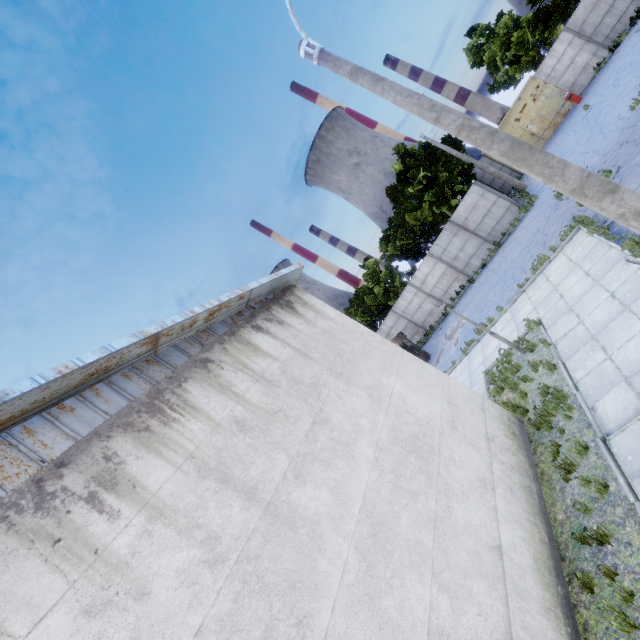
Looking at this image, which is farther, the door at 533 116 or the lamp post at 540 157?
the door at 533 116

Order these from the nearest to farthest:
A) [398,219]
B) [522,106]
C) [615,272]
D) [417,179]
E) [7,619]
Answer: [7,619]
[615,272]
[417,179]
[522,106]
[398,219]

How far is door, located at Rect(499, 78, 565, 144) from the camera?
24.5 meters

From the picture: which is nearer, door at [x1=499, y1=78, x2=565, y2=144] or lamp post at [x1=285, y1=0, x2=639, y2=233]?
lamp post at [x1=285, y1=0, x2=639, y2=233]

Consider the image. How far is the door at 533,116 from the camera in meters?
24.5 m
